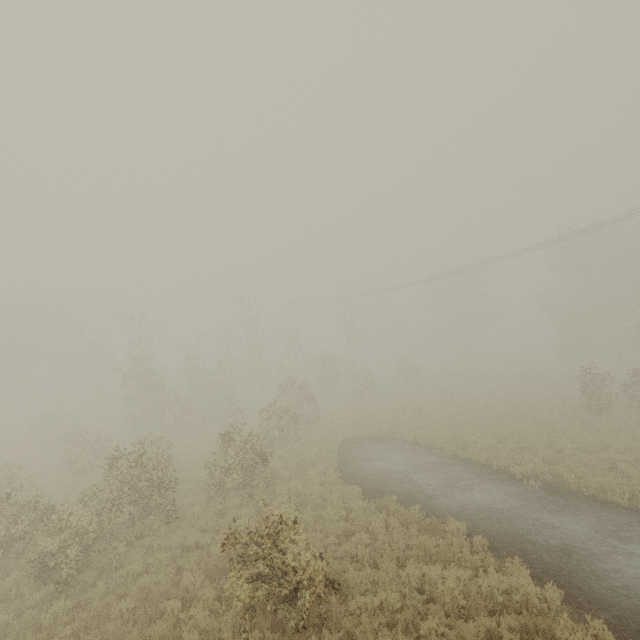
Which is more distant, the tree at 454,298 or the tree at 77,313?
the tree at 454,298

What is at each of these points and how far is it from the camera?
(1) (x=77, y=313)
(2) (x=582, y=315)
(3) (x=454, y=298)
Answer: (1) tree, 47.9 meters
(2) tree, 36.4 meters
(3) tree, 47.7 meters

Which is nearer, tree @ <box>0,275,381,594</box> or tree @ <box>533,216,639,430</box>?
tree @ <box>0,275,381,594</box>

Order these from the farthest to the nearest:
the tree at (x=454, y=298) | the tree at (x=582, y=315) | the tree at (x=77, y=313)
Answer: the tree at (x=454, y=298), the tree at (x=582, y=315), the tree at (x=77, y=313)

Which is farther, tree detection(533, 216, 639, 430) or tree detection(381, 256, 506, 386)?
tree detection(381, 256, 506, 386)

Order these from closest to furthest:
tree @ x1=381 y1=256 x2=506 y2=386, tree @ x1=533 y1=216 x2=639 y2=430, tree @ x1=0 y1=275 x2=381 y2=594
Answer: tree @ x1=0 y1=275 x2=381 y2=594
tree @ x1=533 y1=216 x2=639 y2=430
tree @ x1=381 y1=256 x2=506 y2=386

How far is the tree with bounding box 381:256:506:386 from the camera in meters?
38.2 m
